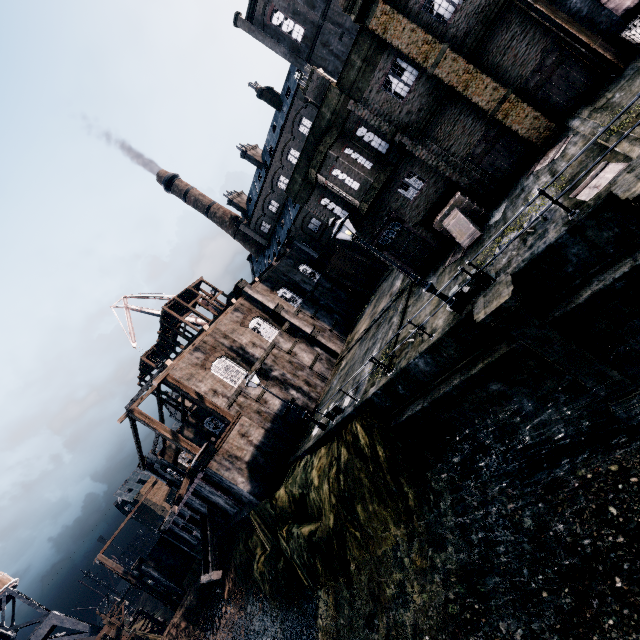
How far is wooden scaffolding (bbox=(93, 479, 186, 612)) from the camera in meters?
39.5 m

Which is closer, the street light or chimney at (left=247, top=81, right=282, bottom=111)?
the street light

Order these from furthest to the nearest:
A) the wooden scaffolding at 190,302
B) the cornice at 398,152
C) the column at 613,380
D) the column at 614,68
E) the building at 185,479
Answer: the wooden scaffolding at 190,302, the cornice at 398,152, the building at 185,479, the column at 614,68, the column at 613,380

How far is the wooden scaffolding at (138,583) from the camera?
39.53m

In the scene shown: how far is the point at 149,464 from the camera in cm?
4150

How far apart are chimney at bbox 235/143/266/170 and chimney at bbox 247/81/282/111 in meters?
7.5 m

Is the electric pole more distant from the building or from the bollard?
the bollard

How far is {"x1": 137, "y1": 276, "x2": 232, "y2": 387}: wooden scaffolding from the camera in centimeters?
4656cm
